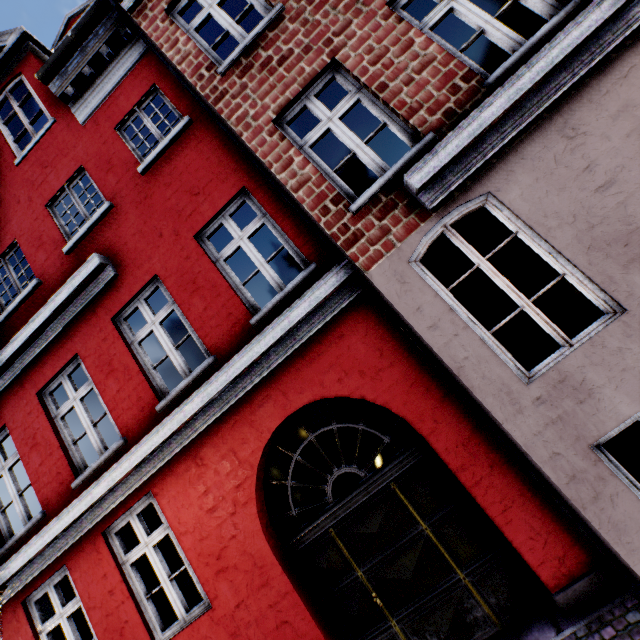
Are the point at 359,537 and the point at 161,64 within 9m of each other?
yes
